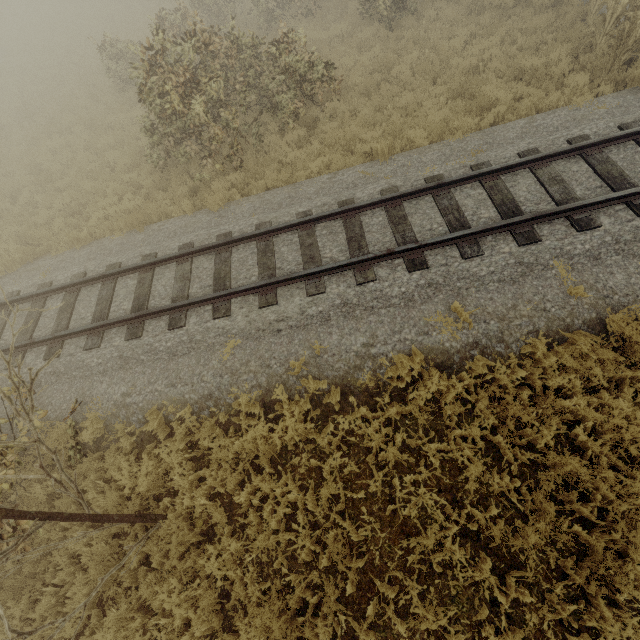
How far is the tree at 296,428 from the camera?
5.5m

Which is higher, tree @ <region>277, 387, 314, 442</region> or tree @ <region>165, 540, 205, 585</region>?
tree @ <region>277, 387, 314, 442</region>

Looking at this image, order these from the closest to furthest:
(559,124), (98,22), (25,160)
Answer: (559,124) < (25,160) < (98,22)

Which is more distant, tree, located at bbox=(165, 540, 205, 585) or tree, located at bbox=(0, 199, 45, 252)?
tree, located at bbox=(0, 199, 45, 252)

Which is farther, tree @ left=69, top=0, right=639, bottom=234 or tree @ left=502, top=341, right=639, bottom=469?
tree @ left=69, top=0, right=639, bottom=234

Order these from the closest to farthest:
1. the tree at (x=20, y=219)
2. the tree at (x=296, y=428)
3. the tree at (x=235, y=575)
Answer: the tree at (x=235, y=575), the tree at (x=296, y=428), the tree at (x=20, y=219)

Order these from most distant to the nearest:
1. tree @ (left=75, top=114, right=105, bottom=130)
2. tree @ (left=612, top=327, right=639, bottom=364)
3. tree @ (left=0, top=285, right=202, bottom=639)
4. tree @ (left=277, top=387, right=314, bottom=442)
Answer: tree @ (left=75, top=114, right=105, bottom=130) < tree @ (left=277, top=387, right=314, bottom=442) < tree @ (left=612, top=327, right=639, bottom=364) < tree @ (left=0, top=285, right=202, bottom=639)

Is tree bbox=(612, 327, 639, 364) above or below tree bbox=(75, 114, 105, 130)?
below
